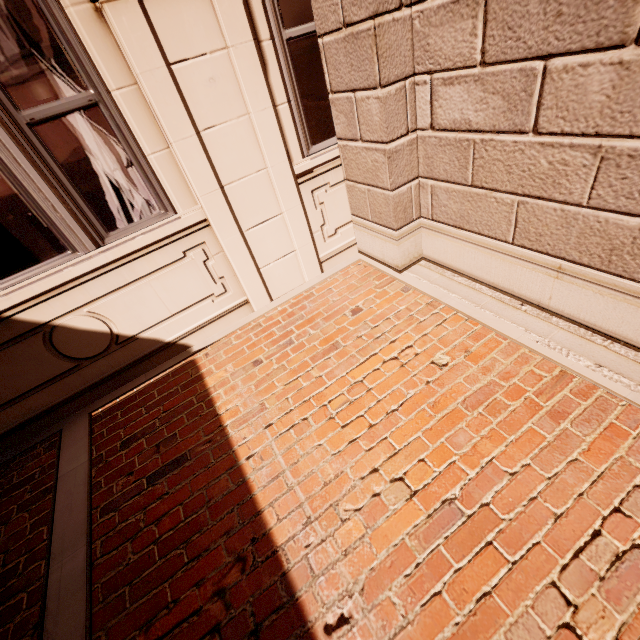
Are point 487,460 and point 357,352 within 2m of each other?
yes
